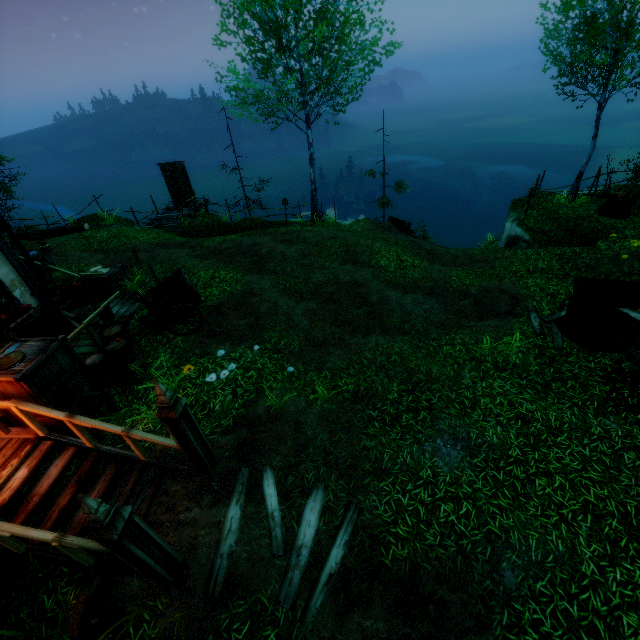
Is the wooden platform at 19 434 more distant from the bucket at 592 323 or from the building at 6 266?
the bucket at 592 323

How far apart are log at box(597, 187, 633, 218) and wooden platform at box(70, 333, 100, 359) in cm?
1883

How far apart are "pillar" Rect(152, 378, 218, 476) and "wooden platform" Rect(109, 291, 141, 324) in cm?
569

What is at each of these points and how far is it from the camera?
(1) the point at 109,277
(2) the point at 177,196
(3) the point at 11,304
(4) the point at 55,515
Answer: (1) box, 11.10m
(2) outhouse door, 20.67m
(3) window, 8.39m
(4) stairs, 4.97m

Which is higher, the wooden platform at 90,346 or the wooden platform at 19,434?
the wooden platform at 19,434

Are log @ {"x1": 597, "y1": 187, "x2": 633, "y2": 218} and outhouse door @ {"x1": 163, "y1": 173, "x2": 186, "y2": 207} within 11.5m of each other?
no

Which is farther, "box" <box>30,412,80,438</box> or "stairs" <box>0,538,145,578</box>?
"box" <box>30,412,80,438</box>

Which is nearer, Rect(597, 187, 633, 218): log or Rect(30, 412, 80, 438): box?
Rect(30, 412, 80, 438): box
